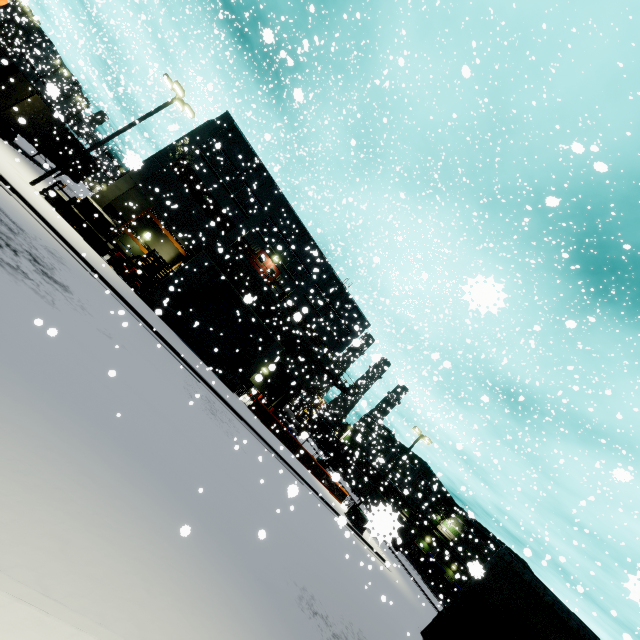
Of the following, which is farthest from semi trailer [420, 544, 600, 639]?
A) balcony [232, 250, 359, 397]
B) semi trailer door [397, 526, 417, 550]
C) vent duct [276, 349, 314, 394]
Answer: vent duct [276, 349, 314, 394]

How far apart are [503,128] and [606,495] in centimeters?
2600cm

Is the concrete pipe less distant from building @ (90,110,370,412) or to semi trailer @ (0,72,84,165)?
building @ (90,110,370,412)

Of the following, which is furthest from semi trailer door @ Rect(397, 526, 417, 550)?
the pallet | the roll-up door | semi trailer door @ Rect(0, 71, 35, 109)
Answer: semi trailer door @ Rect(0, 71, 35, 109)

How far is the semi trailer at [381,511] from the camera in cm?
145

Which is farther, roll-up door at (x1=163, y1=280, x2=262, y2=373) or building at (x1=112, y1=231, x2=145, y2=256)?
building at (x1=112, y1=231, x2=145, y2=256)

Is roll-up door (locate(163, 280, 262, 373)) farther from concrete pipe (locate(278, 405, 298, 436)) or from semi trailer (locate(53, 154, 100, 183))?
concrete pipe (locate(278, 405, 298, 436))

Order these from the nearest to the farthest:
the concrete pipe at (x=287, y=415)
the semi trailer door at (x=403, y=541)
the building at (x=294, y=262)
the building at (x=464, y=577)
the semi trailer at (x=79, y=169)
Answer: the semi trailer door at (x=403, y=541), the building at (x=294, y=262), the semi trailer at (x=79, y=169), the concrete pipe at (x=287, y=415), the building at (x=464, y=577)
